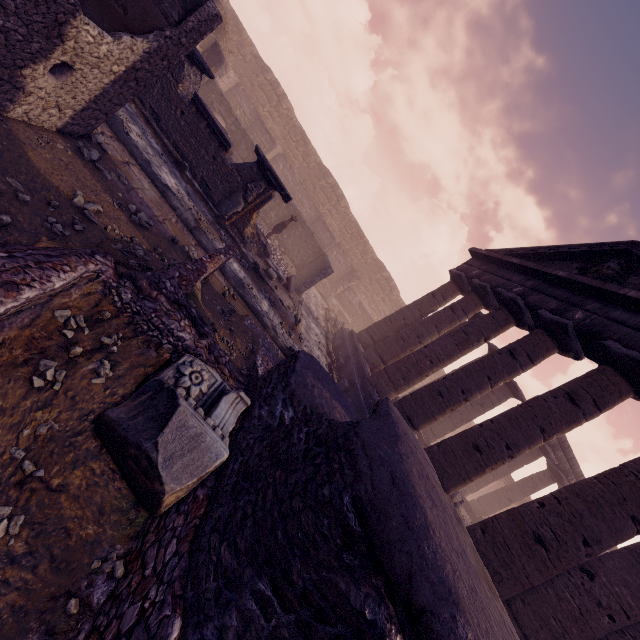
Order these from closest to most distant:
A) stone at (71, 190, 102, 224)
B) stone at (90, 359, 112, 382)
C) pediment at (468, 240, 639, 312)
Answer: stone at (90, 359, 112, 382), stone at (71, 190, 102, 224), pediment at (468, 240, 639, 312)

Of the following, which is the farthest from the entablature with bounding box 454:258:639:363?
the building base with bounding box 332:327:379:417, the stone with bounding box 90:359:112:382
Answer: the stone with bounding box 90:359:112:382

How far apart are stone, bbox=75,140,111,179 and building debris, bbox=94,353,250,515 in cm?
393

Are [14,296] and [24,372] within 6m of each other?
yes

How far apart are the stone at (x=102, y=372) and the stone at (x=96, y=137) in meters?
4.9

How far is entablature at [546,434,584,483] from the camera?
17.3m

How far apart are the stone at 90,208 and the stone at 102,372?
2.70m

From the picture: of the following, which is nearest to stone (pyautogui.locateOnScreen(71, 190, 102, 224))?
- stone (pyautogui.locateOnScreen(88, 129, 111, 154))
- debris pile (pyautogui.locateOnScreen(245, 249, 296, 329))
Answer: stone (pyautogui.locateOnScreen(88, 129, 111, 154))
